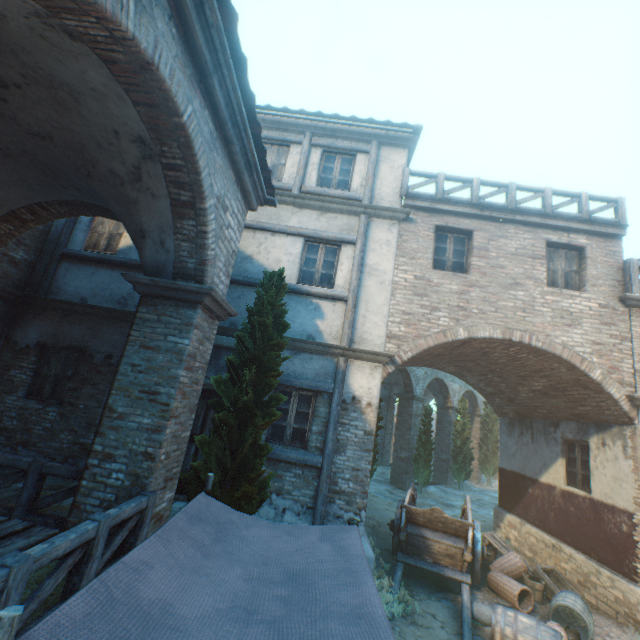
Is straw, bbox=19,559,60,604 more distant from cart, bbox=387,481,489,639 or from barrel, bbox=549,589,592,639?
barrel, bbox=549,589,592,639

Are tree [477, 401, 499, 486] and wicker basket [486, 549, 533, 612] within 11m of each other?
no

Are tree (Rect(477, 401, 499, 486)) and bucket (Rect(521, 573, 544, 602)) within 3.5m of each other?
no

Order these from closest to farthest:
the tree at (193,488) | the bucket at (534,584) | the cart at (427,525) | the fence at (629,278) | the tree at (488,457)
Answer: the tree at (193,488) → the cart at (427,525) → the bucket at (534,584) → the fence at (629,278) → the tree at (488,457)

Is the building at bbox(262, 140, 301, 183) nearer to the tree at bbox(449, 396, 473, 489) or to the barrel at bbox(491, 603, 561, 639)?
the tree at bbox(449, 396, 473, 489)

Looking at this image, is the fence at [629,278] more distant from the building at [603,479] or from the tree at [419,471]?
the tree at [419,471]

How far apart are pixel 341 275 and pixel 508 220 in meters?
4.9

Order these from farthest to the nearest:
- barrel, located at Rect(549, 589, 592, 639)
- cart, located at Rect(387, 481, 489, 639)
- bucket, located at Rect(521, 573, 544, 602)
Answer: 1. bucket, located at Rect(521, 573, 544, 602)
2. cart, located at Rect(387, 481, 489, 639)
3. barrel, located at Rect(549, 589, 592, 639)
